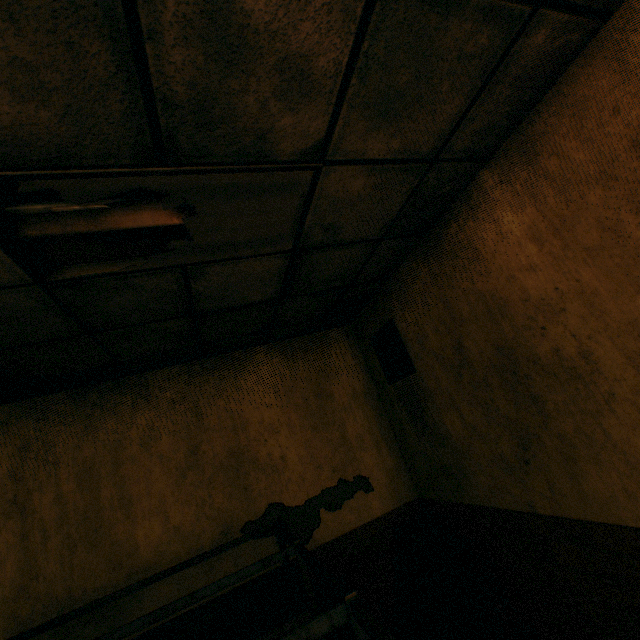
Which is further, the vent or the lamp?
the vent

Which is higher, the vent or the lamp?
the lamp

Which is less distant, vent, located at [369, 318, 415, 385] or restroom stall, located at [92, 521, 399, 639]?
restroom stall, located at [92, 521, 399, 639]

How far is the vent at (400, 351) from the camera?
3.04m

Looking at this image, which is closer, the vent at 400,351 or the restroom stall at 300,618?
the restroom stall at 300,618

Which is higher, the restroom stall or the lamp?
the lamp

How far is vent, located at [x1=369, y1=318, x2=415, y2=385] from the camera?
3.0m

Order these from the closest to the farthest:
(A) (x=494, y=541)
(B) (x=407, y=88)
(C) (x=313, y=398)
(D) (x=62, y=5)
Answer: (D) (x=62, y=5)
(B) (x=407, y=88)
(A) (x=494, y=541)
(C) (x=313, y=398)
